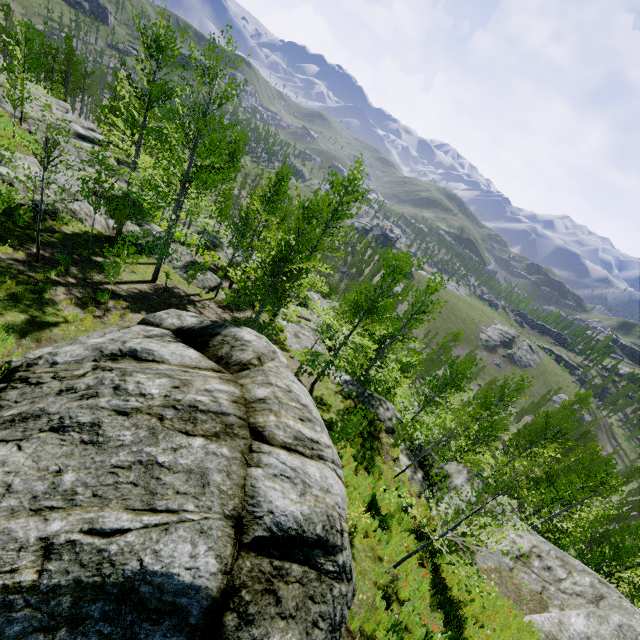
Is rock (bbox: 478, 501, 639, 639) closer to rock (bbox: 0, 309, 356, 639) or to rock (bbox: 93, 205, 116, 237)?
rock (bbox: 0, 309, 356, 639)

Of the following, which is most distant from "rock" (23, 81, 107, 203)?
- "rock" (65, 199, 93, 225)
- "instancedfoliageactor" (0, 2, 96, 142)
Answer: "rock" (65, 199, 93, 225)

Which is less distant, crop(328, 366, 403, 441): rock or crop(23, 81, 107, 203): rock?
crop(328, 366, 403, 441): rock

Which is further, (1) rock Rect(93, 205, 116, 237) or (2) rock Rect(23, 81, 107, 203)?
(1) rock Rect(93, 205, 116, 237)

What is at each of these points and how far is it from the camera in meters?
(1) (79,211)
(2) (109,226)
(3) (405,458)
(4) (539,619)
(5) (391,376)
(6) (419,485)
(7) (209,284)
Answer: (1) rock, 17.3
(2) rock, 18.9
(3) rock, 15.1
(4) rock, 9.1
(5) instancedfoliageactor, 20.6
(6) rock, 13.9
(7) rock, 20.5

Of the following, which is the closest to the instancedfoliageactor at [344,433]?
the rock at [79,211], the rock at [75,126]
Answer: the rock at [75,126]

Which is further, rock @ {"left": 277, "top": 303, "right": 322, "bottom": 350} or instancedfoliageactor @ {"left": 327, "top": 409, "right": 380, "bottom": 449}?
rock @ {"left": 277, "top": 303, "right": 322, "bottom": 350}

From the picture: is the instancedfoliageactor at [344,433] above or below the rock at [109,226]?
above
